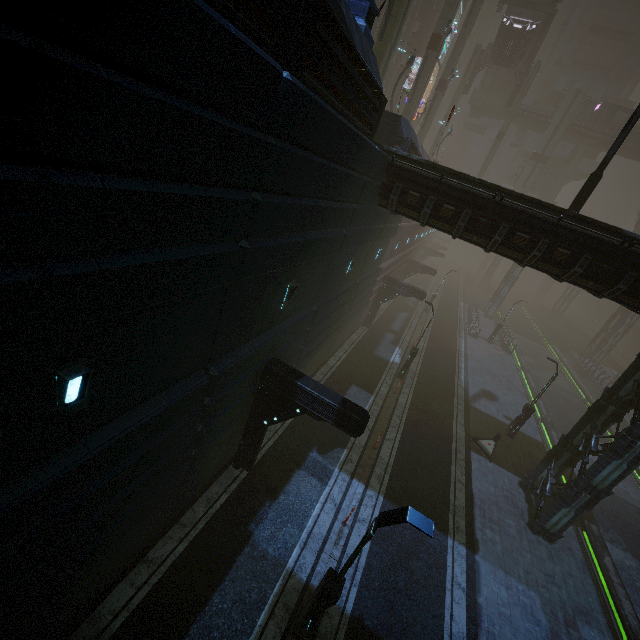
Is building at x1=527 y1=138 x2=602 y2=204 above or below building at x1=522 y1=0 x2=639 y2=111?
below

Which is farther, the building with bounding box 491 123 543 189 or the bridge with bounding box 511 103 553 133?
the building with bounding box 491 123 543 189

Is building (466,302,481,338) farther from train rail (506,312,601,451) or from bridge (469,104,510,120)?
bridge (469,104,510,120)

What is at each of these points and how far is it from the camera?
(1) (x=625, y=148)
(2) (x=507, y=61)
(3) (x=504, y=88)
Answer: (1) bridge, 43.8m
(2) bridge, 38.5m
(3) stairs, 44.3m

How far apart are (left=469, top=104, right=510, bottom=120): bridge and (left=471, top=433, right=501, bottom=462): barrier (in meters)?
49.67

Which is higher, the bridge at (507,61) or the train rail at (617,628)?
the bridge at (507,61)

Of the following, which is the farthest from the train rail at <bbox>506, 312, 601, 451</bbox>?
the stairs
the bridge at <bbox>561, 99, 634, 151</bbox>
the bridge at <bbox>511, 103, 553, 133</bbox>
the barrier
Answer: the stairs

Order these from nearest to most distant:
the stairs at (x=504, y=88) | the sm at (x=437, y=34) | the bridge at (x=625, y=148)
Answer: the sm at (x=437, y=34)
the stairs at (x=504, y=88)
the bridge at (x=625, y=148)
